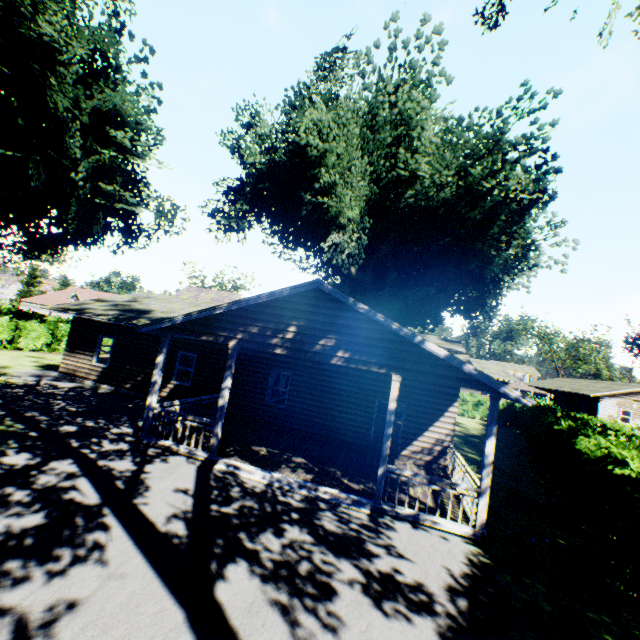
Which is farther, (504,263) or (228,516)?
(504,263)

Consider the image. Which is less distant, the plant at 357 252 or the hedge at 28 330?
the plant at 357 252

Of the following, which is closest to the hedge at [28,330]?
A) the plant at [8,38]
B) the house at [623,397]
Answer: the plant at [8,38]

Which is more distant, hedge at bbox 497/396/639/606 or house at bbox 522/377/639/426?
house at bbox 522/377/639/426

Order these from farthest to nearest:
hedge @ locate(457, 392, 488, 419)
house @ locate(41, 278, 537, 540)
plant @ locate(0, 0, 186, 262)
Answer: hedge @ locate(457, 392, 488, 419) → plant @ locate(0, 0, 186, 262) → house @ locate(41, 278, 537, 540)

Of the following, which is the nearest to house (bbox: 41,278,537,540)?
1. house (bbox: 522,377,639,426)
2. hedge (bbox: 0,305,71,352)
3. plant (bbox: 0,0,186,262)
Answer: plant (bbox: 0,0,186,262)

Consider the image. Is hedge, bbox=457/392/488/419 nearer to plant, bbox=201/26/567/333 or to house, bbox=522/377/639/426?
plant, bbox=201/26/567/333
